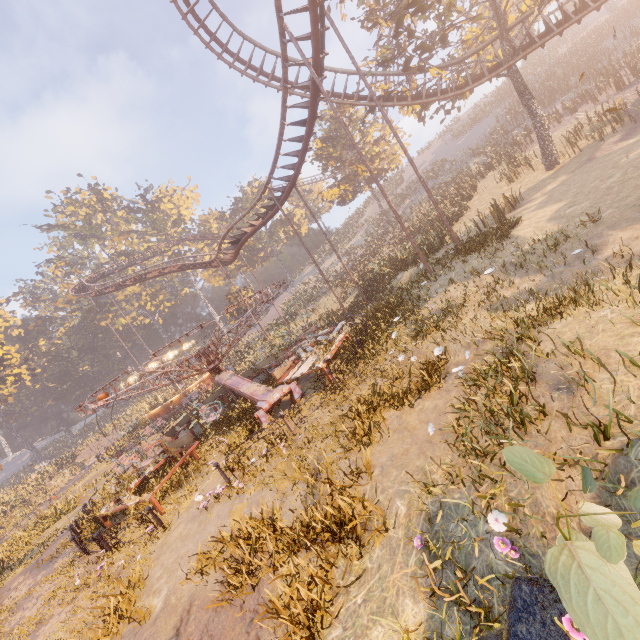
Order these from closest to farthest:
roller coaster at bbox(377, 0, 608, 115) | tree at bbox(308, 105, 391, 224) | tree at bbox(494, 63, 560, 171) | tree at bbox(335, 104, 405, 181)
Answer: roller coaster at bbox(377, 0, 608, 115) < tree at bbox(494, 63, 560, 171) < tree at bbox(335, 104, 405, 181) < tree at bbox(308, 105, 391, 224)

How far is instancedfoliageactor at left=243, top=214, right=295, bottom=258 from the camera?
55.1m

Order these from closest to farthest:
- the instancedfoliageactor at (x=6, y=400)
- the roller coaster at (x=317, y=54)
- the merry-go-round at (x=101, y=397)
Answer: the merry-go-round at (x=101, y=397), the roller coaster at (x=317, y=54), the instancedfoliageactor at (x=6, y=400)

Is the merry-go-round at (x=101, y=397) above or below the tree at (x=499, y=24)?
below

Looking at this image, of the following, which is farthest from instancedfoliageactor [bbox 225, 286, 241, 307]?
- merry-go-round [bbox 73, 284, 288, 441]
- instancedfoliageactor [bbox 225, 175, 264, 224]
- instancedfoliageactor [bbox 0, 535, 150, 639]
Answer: instancedfoliageactor [bbox 0, 535, 150, 639]

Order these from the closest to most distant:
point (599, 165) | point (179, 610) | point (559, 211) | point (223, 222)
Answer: point (179, 610)
point (559, 211)
point (599, 165)
point (223, 222)

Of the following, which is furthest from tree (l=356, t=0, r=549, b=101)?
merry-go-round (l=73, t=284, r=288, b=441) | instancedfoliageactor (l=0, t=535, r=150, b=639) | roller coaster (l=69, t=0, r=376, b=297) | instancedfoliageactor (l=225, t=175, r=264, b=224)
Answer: instancedfoliageactor (l=0, t=535, r=150, b=639)

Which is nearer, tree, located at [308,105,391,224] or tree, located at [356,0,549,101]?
tree, located at [356,0,549,101]
